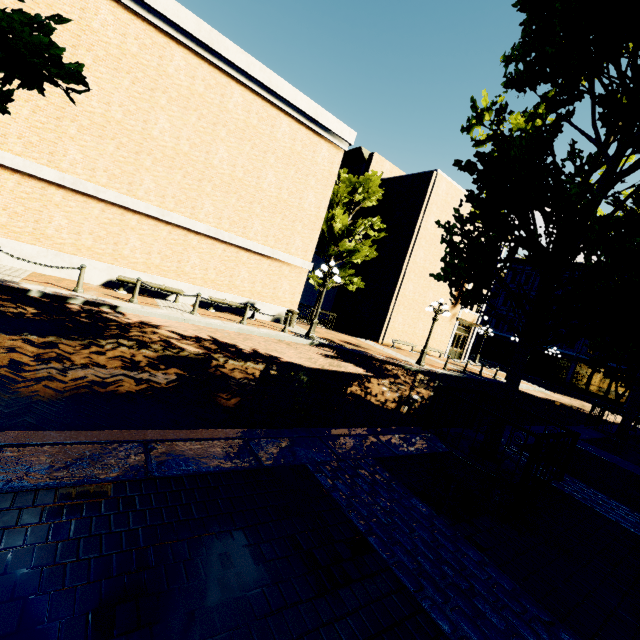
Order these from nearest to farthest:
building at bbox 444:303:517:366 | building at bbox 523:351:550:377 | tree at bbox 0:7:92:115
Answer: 1. tree at bbox 0:7:92:115
2. building at bbox 444:303:517:366
3. building at bbox 523:351:550:377

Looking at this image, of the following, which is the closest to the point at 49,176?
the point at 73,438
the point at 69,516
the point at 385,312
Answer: the point at 73,438

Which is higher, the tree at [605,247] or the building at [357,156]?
the building at [357,156]

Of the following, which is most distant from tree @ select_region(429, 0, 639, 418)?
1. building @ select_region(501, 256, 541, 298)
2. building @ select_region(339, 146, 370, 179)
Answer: building @ select_region(339, 146, 370, 179)

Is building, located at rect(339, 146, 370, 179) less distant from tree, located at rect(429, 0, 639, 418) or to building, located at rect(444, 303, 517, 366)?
tree, located at rect(429, 0, 639, 418)

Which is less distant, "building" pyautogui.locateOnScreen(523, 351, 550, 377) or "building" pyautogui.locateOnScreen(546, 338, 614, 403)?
"building" pyautogui.locateOnScreen(546, 338, 614, 403)

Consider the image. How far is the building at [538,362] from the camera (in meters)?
36.91
